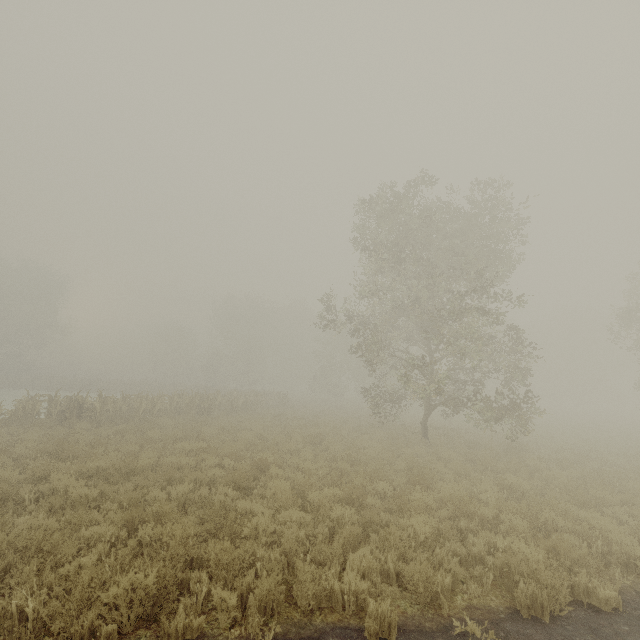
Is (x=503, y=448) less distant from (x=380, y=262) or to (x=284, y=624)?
(x=380, y=262)
